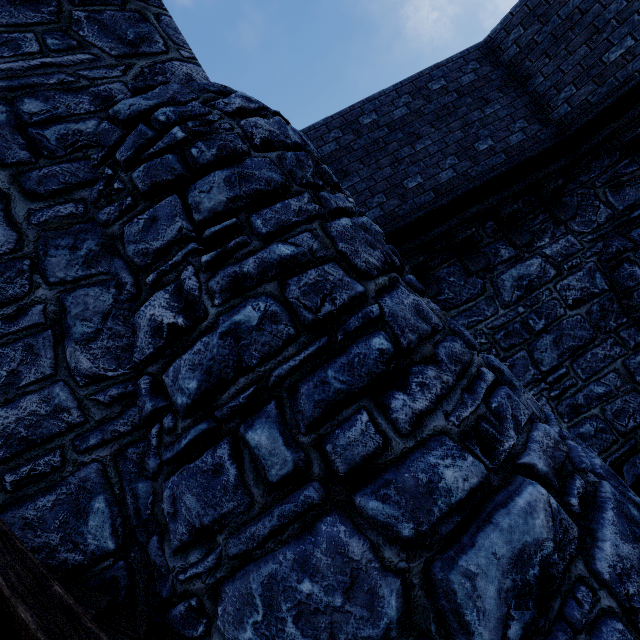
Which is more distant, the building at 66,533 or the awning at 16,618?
the building at 66,533

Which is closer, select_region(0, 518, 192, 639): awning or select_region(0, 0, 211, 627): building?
select_region(0, 518, 192, 639): awning

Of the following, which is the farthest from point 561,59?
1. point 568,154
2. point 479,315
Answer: point 479,315
